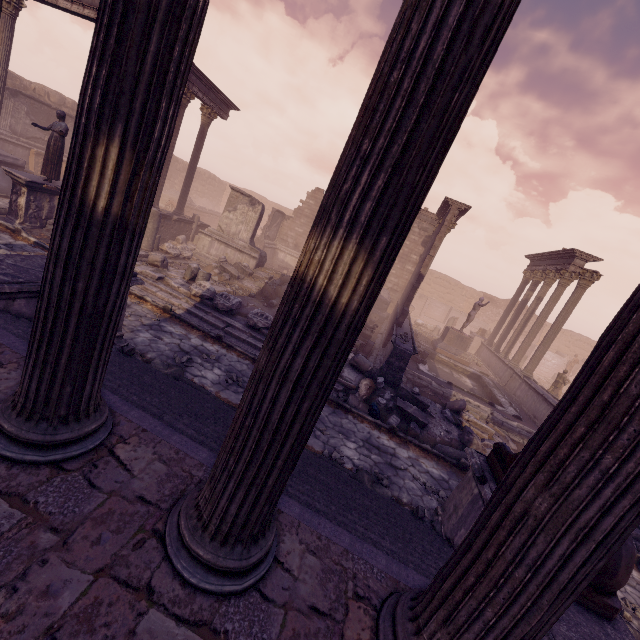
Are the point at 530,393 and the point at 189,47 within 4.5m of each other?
no

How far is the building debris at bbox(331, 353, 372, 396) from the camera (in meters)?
8.88

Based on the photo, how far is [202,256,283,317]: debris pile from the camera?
12.11m

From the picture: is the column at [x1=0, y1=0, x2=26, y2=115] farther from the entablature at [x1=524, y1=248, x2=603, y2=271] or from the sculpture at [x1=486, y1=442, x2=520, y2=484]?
the entablature at [x1=524, y1=248, x2=603, y2=271]

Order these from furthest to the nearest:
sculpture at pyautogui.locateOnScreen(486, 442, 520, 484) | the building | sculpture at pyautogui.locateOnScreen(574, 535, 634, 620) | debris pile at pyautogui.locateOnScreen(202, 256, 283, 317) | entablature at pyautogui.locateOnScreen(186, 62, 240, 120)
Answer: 1. entablature at pyautogui.locateOnScreen(186, 62, 240, 120)
2. debris pile at pyautogui.locateOnScreen(202, 256, 283, 317)
3. sculpture at pyautogui.locateOnScreen(486, 442, 520, 484)
4. sculpture at pyautogui.locateOnScreen(574, 535, 634, 620)
5. the building

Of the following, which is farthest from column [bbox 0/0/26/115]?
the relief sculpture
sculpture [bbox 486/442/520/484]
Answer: sculpture [bbox 486/442/520/484]

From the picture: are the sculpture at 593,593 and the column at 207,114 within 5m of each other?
no

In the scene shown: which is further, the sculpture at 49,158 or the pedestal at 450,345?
the pedestal at 450,345
